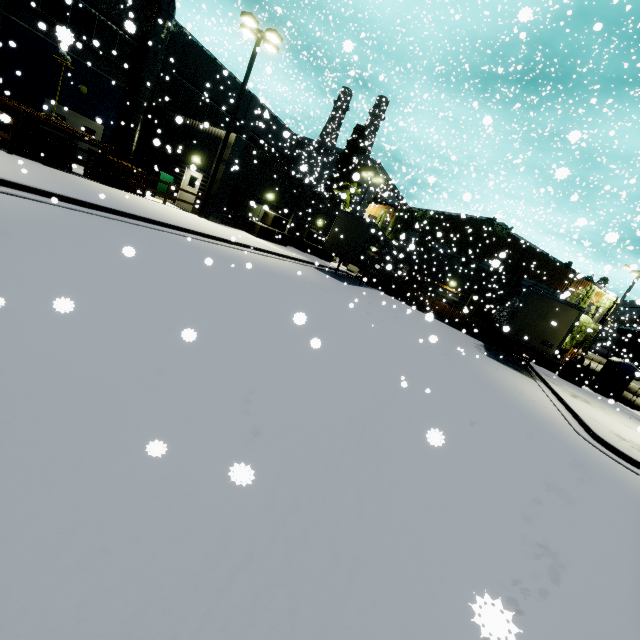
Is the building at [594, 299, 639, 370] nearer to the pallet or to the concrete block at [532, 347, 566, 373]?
the pallet

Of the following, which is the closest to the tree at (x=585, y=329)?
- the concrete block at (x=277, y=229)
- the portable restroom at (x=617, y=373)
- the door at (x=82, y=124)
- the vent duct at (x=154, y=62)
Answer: the vent duct at (x=154, y=62)

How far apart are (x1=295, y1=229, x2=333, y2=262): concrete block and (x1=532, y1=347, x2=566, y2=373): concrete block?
18.73m

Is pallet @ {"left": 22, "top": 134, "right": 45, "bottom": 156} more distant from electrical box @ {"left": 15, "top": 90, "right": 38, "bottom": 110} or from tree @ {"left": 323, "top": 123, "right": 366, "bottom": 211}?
tree @ {"left": 323, "top": 123, "right": 366, "bottom": 211}

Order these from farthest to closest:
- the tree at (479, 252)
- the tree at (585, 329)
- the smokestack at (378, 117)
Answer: the smokestack at (378, 117) < the tree at (479, 252) < the tree at (585, 329)

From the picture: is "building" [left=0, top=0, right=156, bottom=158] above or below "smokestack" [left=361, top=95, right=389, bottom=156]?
below

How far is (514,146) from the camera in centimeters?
4531cm

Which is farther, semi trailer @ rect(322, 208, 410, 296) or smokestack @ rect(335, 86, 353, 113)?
smokestack @ rect(335, 86, 353, 113)
